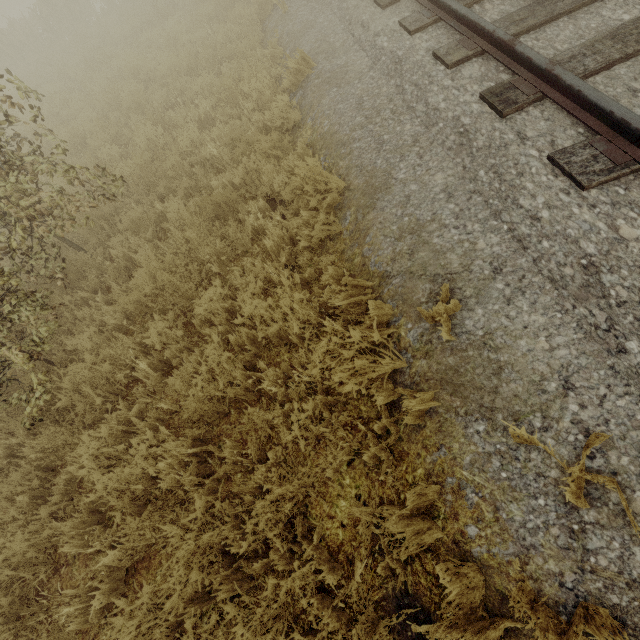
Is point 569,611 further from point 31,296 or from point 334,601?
point 31,296
